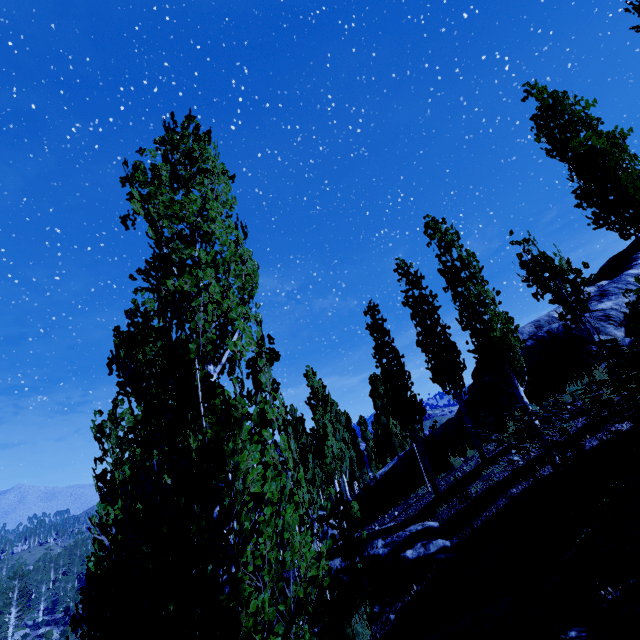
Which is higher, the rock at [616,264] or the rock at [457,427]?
the rock at [616,264]

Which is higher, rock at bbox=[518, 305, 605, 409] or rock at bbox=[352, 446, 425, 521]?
rock at bbox=[518, 305, 605, 409]

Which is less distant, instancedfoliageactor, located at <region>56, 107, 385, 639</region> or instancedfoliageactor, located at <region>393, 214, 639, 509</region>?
instancedfoliageactor, located at <region>56, 107, 385, 639</region>

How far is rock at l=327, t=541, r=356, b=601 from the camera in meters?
9.3

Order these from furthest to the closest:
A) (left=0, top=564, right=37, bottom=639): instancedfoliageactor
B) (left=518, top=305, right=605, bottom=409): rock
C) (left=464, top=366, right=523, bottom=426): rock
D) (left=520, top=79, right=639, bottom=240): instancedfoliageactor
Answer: (left=0, top=564, right=37, bottom=639): instancedfoliageactor
(left=464, top=366, right=523, bottom=426): rock
(left=518, top=305, right=605, bottom=409): rock
(left=520, top=79, right=639, bottom=240): instancedfoliageactor

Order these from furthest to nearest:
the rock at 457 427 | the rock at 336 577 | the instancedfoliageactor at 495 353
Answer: the rock at 457 427 < the rock at 336 577 < the instancedfoliageactor at 495 353

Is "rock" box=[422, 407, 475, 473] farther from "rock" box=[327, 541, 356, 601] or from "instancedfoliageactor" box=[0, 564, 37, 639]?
"rock" box=[327, 541, 356, 601]

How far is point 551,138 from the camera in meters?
12.1
